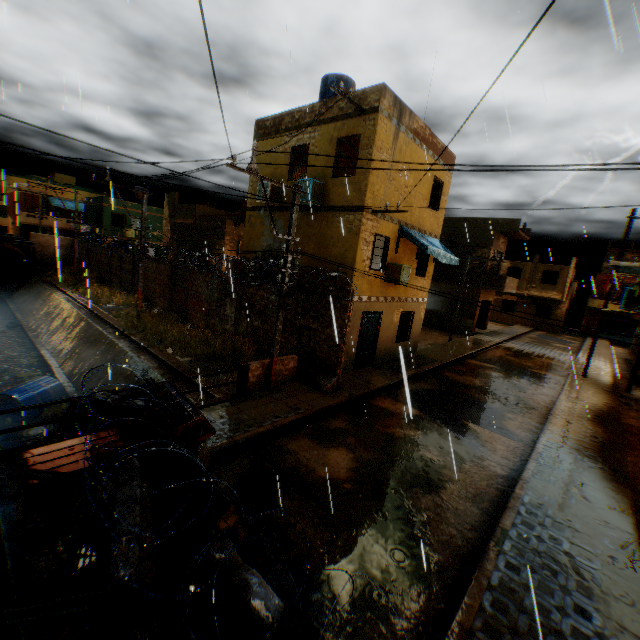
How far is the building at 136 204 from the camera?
34.8 meters

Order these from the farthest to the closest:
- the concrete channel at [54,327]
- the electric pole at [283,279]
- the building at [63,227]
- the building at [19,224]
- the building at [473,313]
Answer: the building at [63,227]
the building at [19,224]
the building at [473,313]
the concrete channel at [54,327]
the electric pole at [283,279]

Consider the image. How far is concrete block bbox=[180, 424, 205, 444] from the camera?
5.60m

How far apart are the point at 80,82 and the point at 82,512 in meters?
6.6

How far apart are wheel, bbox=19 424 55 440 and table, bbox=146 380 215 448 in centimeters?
838cm

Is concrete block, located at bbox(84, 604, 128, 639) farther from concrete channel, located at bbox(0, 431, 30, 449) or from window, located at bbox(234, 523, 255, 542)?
concrete channel, located at bbox(0, 431, 30, 449)

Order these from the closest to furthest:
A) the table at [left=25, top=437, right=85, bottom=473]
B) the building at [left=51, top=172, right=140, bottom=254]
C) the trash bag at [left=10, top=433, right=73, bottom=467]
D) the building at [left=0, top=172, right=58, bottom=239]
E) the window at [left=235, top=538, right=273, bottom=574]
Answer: the window at [left=235, top=538, right=273, bottom=574]
the table at [left=25, top=437, right=85, bottom=473]
the trash bag at [left=10, top=433, right=73, bottom=467]
the building at [left=51, top=172, right=140, bottom=254]
the building at [left=0, top=172, right=58, bottom=239]

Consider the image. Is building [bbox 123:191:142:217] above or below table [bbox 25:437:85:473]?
above
